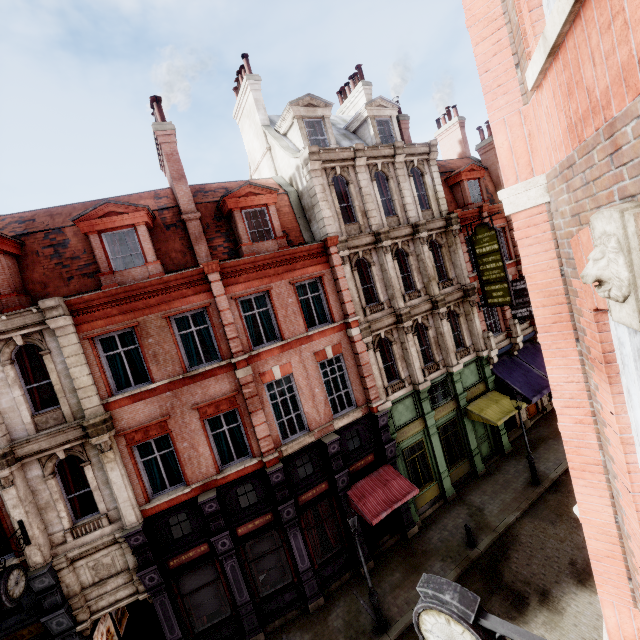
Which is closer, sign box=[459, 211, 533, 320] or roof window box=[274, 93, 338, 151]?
roof window box=[274, 93, 338, 151]

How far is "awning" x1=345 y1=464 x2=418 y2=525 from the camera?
12.65m

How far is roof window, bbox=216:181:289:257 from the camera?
13.3 meters

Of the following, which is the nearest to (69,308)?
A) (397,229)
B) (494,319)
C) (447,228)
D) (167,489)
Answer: (167,489)

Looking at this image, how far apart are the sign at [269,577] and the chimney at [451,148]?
27.40m

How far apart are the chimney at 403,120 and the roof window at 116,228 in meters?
14.4

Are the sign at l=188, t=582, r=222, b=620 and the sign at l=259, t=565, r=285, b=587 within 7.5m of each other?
yes

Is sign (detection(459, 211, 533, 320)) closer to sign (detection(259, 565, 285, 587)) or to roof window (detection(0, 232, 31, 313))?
sign (detection(259, 565, 285, 587))
